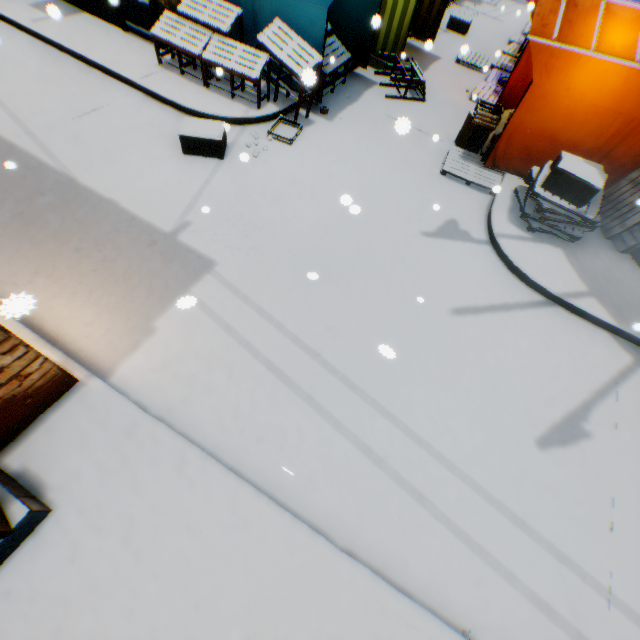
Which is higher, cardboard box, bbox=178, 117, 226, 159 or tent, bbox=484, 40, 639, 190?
tent, bbox=484, 40, 639, 190

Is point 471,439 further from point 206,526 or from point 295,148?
point 295,148

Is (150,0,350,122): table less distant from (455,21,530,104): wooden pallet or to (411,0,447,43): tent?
(411,0,447,43): tent

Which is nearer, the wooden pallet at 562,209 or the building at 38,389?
the building at 38,389

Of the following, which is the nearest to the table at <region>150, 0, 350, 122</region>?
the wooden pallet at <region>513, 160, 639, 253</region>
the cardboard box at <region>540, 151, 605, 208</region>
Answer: the cardboard box at <region>540, 151, 605, 208</region>

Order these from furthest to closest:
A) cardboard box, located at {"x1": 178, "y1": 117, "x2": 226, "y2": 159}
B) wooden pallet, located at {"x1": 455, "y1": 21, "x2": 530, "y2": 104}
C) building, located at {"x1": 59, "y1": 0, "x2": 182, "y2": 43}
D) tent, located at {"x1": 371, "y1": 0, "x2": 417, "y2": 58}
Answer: wooden pallet, located at {"x1": 455, "y1": 21, "x2": 530, "y2": 104} < tent, located at {"x1": 371, "y1": 0, "x2": 417, "y2": 58} < building, located at {"x1": 59, "y1": 0, "x2": 182, "y2": 43} < cardboard box, located at {"x1": 178, "y1": 117, "x2": 226, "y2": 159}

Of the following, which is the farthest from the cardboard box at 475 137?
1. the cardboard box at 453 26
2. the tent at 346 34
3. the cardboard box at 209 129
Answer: the cardboard box at 209 129

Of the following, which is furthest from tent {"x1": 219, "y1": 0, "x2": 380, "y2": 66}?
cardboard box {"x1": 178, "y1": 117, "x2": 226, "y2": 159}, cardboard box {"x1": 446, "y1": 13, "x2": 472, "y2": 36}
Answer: cardboard box {"x1": 178, "y1": 117, "x2": 226, "y2": 159}
